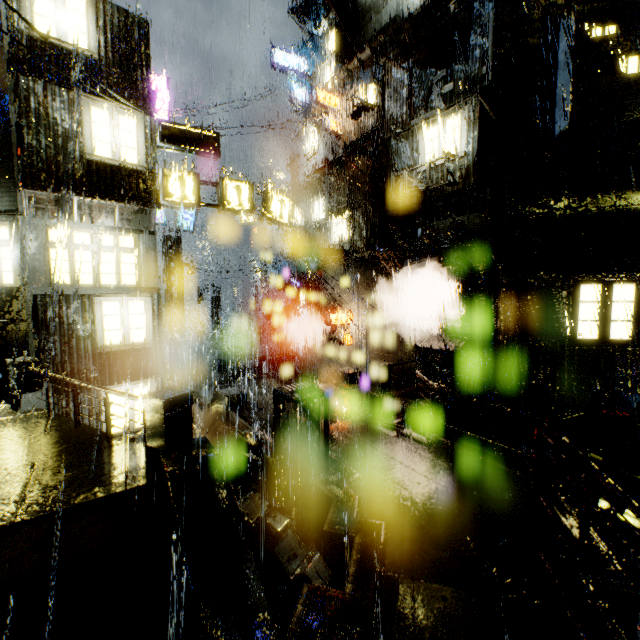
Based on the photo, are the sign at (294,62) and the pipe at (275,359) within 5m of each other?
no

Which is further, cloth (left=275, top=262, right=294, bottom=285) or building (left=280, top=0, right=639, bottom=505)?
cloth (left=275, top=262, right=294, bottom=285)

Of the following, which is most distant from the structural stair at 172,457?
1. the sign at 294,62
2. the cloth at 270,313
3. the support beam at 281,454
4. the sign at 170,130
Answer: the sign at 294,62

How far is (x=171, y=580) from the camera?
4.3m

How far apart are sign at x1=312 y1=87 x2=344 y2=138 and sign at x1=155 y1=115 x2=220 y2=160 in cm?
836

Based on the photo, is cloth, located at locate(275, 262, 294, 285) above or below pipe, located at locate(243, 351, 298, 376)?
above

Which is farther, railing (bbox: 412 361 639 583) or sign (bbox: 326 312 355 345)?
sign (bbox: 326 312 355 345)

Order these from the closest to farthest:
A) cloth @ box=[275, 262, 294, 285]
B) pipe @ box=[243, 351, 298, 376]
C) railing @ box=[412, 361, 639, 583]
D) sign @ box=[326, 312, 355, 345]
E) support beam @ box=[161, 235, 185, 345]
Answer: railing @ box=[412, 361, 639, 583] < sign @ box=[326, 312, 355, 345] < support beam @ box=[161, 235, 185, 345] < cloth @ box=[275, 262, 294, 285] < pipe @ box=[243, 351, 298, 376]
